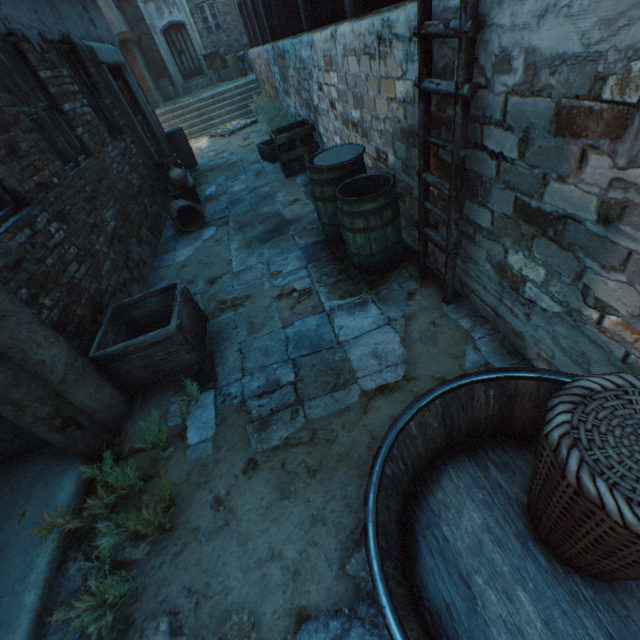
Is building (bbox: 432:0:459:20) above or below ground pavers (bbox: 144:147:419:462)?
above

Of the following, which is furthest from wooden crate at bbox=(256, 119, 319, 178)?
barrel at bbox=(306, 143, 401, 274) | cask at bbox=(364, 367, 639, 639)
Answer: cask at bbox=(364, 367, 639, 639)

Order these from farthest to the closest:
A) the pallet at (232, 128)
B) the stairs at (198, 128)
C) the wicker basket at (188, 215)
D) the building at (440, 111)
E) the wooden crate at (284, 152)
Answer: the stairs at (198, 128) < the pallet at (232, 128) < the wooden crate at (284, 152) < the wicker basket at (188, 215) < the building at (440, 111)

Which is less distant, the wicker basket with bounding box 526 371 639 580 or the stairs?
the wicker basket with bounding box 526 371 639 580

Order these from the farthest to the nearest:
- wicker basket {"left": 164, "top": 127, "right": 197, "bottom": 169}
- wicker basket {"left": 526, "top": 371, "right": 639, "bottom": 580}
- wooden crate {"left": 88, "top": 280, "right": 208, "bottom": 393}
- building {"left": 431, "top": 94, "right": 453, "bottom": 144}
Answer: wicker basket {"left": 164, "top": 127, "right": 197, "bottom": 169} < wooden crate {"left": 88, "top": 280, "right": 208, "bottom": 393} < building {"left": 431, "top": 94, "right": 453, "bottom": 144} < wicker basket {"left": 526, "top": 371, "right": 639, "bottom": 580}

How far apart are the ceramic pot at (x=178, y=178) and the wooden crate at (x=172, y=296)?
3.78m

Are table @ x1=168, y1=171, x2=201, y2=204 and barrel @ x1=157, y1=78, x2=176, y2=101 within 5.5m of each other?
no

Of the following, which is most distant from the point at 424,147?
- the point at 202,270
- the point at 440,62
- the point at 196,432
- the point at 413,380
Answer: the point at 202,270
